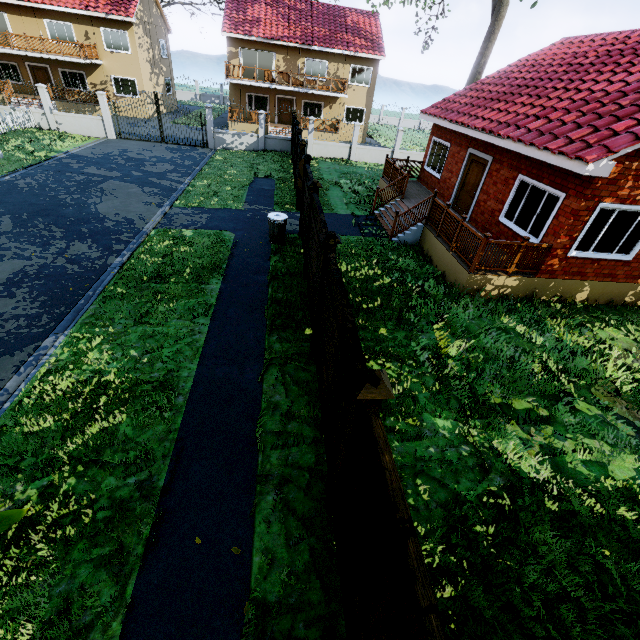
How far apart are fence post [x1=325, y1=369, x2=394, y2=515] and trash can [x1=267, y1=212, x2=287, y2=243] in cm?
815

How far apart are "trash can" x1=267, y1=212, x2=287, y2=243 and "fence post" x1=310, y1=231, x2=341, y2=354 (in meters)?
5.11

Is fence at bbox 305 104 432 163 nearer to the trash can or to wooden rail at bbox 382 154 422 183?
the trash can

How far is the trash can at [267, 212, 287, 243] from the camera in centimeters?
1026cm

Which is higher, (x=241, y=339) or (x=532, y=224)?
(x=532, y=224)

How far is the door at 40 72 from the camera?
26.23m

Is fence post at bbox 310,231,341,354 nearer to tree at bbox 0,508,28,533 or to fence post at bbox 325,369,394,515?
fence post at bbox 325,369,394,515

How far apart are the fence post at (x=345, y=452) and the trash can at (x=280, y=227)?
8.15m
